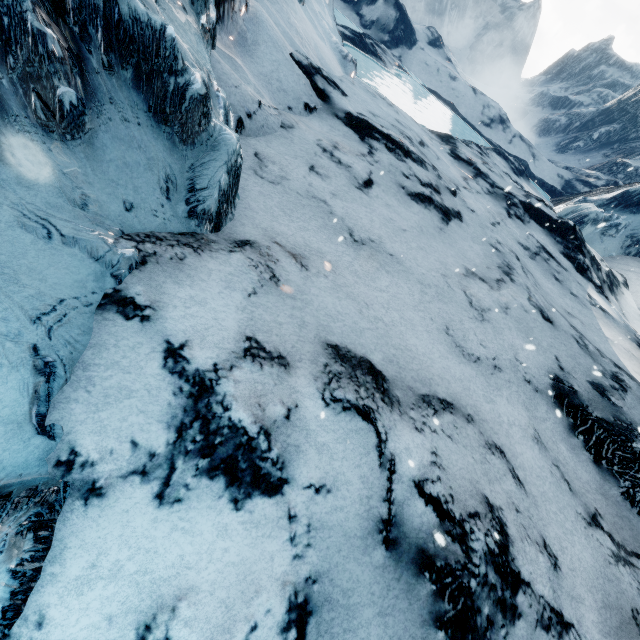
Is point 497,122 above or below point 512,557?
above
